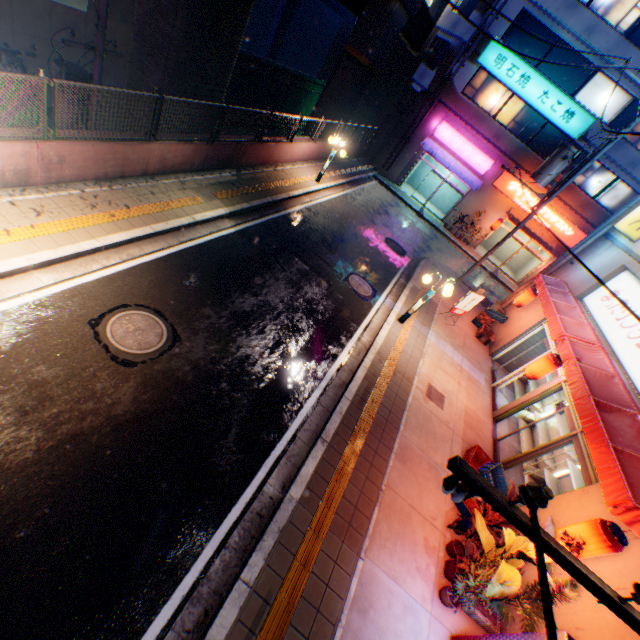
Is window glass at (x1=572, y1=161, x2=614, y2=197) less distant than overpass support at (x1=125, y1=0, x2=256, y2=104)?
No

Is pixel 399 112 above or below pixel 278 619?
above

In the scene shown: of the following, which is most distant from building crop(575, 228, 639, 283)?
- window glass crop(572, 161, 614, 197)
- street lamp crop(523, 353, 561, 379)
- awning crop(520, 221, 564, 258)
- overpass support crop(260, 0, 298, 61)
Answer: overpass support crop(260, 0, 298, 61)

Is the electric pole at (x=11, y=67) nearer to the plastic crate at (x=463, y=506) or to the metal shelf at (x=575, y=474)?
the plastic crate at (x=463, y=506)

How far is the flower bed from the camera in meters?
5.7

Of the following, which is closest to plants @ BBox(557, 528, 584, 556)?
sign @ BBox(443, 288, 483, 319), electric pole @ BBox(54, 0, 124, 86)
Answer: sign @ BBox(443, 288, 483, 319)

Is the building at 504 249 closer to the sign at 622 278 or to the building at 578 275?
the building at 578 275

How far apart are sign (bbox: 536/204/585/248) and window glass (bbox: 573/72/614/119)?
4.5 meters
